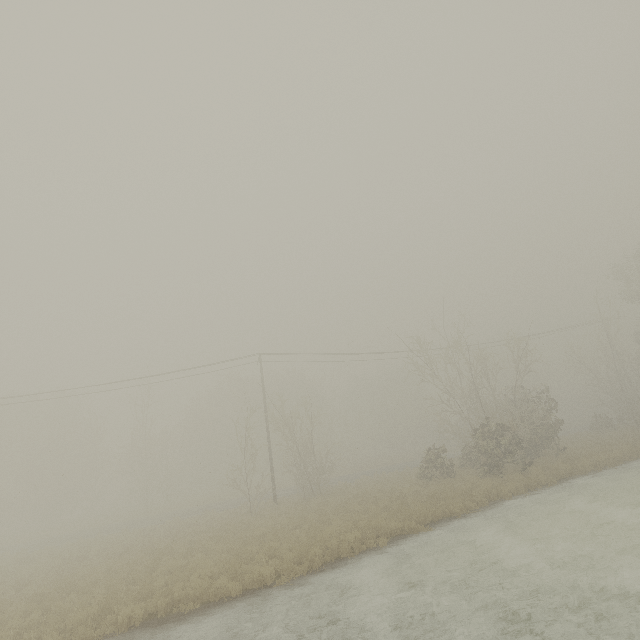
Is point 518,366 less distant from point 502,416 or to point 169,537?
point 502,416
